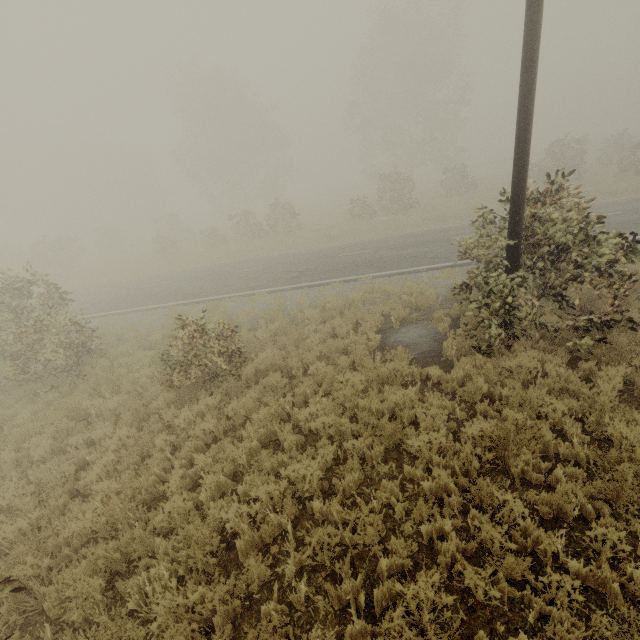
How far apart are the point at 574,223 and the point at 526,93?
2.4 meters

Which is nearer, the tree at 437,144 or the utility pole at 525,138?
the utility pole at 525,138

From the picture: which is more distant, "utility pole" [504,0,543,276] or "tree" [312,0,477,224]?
"tree" [312,0,477,224]
